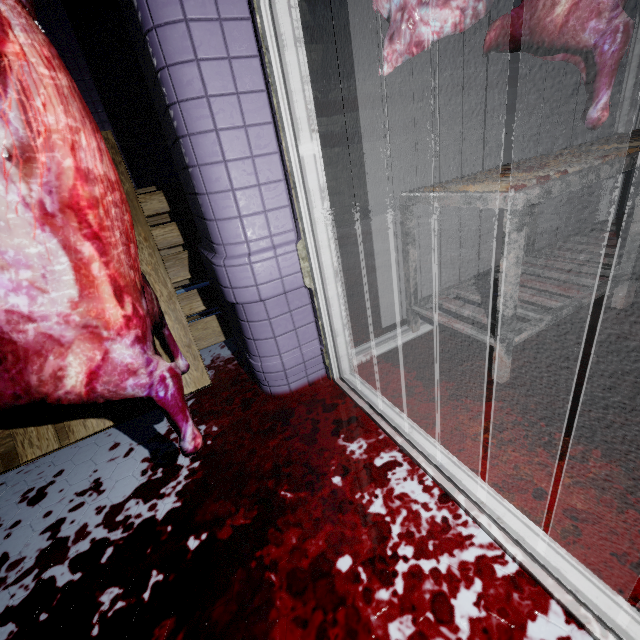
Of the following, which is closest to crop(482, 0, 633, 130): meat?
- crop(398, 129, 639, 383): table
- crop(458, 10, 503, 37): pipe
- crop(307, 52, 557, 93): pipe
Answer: crop(398, 129, 639, 383): table

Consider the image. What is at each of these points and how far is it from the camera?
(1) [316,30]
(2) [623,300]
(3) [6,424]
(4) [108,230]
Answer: (1) pipe, 3.7 meters
(2) table, 1.7 meters
(3) pallet, 1.4 meters
(4) meat, 0.7 meters

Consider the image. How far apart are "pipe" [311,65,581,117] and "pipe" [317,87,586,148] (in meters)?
0.11

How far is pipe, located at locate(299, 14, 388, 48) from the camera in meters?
3.7

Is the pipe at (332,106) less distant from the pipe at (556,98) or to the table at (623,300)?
the pipe at (556,98)

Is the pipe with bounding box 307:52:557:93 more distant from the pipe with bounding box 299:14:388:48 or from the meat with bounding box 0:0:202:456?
the meat with bounding box 0:0:202:456

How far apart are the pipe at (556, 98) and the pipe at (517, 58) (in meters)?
0.11
